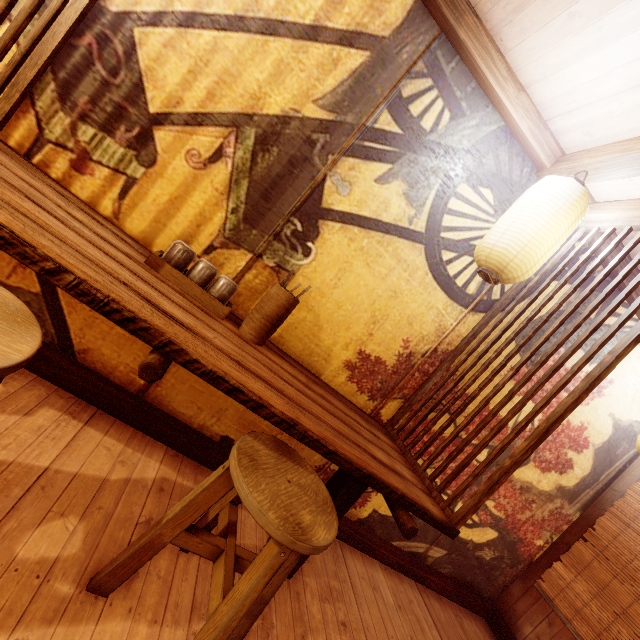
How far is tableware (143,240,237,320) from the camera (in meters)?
2.76

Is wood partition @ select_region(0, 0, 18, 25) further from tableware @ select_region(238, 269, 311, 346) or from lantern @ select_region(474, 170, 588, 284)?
lantern @ select_region(474, 170, 588, 284)

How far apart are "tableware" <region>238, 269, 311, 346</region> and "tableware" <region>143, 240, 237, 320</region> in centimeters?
16cm

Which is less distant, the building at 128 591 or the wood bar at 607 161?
the building at 128 591

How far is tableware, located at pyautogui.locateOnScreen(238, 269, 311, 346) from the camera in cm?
301

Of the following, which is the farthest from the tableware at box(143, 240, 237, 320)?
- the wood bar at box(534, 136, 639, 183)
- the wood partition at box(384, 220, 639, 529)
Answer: the wood bar at box(534, 136, 639, 183)

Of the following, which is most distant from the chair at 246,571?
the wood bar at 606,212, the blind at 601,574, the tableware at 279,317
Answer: the wood bar at 606,212

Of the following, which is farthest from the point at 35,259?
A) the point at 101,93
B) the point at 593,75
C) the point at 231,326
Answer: the point at 593,75
